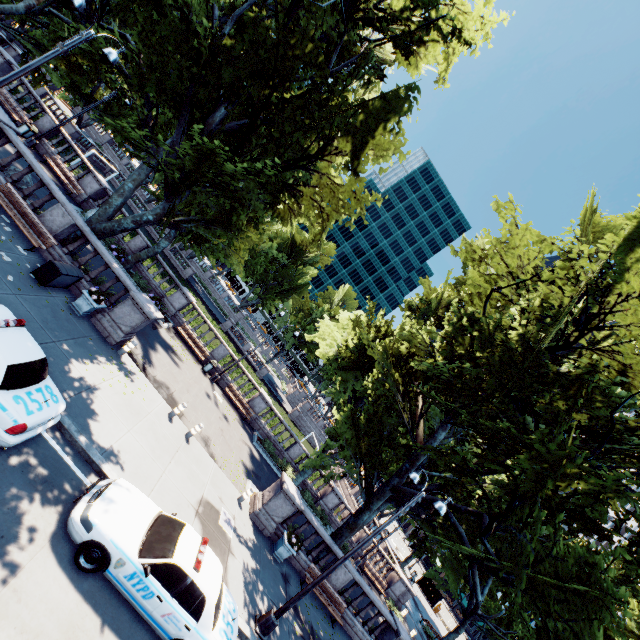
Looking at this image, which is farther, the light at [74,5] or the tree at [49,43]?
the tree at [49,43]

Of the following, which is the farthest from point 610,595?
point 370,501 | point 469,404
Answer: point 370,501

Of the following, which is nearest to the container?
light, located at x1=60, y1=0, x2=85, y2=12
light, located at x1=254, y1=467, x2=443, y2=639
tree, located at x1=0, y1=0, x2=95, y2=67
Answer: tree, located at x1=0, y1=0, x2=95, y2=67

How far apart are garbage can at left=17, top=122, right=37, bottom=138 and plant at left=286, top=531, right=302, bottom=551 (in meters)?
29.10

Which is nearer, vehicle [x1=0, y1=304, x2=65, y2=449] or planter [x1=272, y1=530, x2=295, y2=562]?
vehicle [x1=0, y1=304, x2=65, y2=449]

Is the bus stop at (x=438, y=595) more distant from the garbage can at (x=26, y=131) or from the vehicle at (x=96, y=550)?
the garbage can at (x=26, y=131)

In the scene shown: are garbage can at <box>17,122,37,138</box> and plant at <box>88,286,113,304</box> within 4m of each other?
no

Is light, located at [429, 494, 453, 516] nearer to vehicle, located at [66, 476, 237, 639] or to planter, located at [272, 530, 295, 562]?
vehicle, located at [66, 476, 237, 639]
